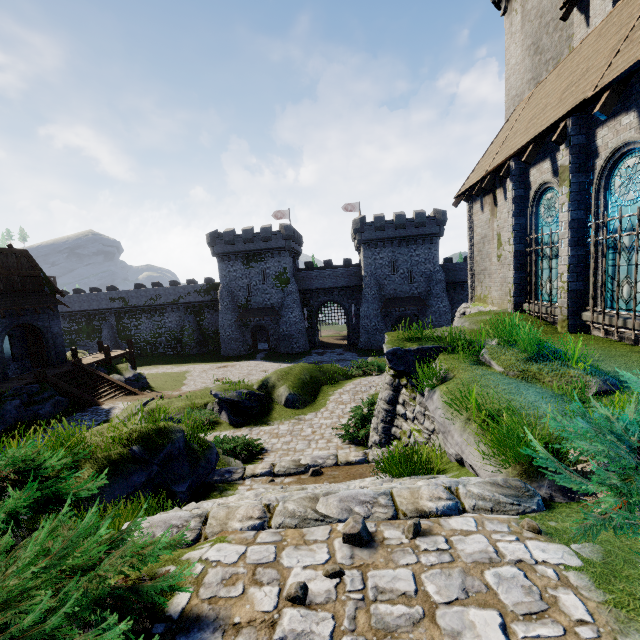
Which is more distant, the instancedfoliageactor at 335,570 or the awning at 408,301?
the awning at 408,301

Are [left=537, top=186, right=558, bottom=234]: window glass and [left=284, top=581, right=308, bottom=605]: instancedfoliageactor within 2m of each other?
no

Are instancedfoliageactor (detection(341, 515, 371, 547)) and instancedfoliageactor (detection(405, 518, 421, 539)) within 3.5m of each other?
yes

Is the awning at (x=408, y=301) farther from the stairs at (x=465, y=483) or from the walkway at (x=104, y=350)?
the stairs at (x=465, y=483)

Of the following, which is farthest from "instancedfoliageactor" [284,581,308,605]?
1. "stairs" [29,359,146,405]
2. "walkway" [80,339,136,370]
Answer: "walkway" [80,339,136,370]

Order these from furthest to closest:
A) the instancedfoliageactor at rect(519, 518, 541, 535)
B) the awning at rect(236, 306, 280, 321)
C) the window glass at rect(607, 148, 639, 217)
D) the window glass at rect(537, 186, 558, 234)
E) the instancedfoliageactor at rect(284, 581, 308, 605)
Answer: the awning at rect(236, 306, 280, 321), the window glass at rect(537, 186, 558, 234), the window glass at rect(607, 148, 639, 217), the instancedfoliageactor at rect(519, 518, 541, 535), the instancedfoliageactor at rect(284, 581, 308, 605)

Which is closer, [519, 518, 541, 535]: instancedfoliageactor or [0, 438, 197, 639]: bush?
[0, 438, 197, 639]: bush

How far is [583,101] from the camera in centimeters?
787cm
